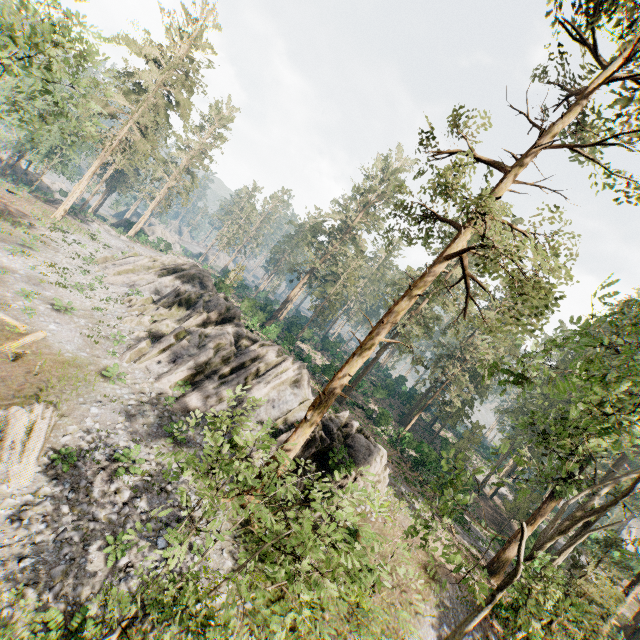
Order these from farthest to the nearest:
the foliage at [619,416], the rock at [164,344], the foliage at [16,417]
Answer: the rock at [164,344]
the foliage at [16,417]
the foliage at [619,416]

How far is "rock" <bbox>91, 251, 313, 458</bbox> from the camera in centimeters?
2102cm

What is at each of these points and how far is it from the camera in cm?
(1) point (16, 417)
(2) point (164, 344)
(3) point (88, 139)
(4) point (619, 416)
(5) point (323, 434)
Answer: (1) foliage, 1316
(2) rock, 2233
(3) foliage, 2466
(4) foliage, 767
(5) rock, 1998

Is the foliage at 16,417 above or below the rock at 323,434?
below

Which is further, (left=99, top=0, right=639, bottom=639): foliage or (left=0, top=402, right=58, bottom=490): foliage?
(left=0, top=402, right=58, bottom=490): foliage

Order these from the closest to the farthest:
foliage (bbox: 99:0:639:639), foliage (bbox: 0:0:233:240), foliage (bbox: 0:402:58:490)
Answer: foliage (bbox: 99:0:639:639) < foliage (bbox: 0:402:58:490) < foliage (bbox: 0:0:233:240)

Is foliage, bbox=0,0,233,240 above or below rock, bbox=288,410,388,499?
above
